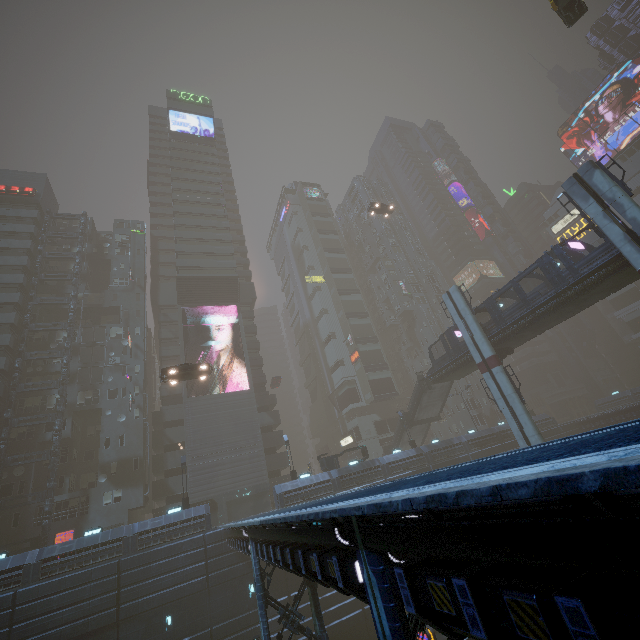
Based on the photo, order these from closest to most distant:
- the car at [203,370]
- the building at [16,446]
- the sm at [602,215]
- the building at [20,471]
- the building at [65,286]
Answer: the sm at [602,215], the car at [203,370], the building at [20,471], the building at [16,446], the building at [65,286]

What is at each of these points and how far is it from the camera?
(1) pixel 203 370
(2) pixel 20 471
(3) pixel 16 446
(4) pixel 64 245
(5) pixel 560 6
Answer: (1) car, 29.9m
(2) building, 34.0m
(3) building, 35.1m
(4) building, 49.2m
(5) taxi, 27.9m

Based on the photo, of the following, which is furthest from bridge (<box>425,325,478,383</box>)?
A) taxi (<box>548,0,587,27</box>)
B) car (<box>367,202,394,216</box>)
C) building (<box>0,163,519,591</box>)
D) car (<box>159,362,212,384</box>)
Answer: car (<box>367,202,394,216</box>)

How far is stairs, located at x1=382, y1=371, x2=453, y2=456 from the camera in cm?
4081

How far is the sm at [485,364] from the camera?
27.0m

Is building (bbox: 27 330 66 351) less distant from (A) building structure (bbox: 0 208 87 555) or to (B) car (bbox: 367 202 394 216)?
(A) building structure (bbox: 0 208 87 555)

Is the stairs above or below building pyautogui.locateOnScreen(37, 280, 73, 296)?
below

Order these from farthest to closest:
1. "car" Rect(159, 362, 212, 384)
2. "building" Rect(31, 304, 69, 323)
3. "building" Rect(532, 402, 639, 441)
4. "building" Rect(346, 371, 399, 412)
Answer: "building" Rect(346, 371, 399, 412) < "building" Rect(31, 304, 69, 323) < "building" Rect(532, 402, 639, 441) < "car" Rect(159, 362, 212, 384)
